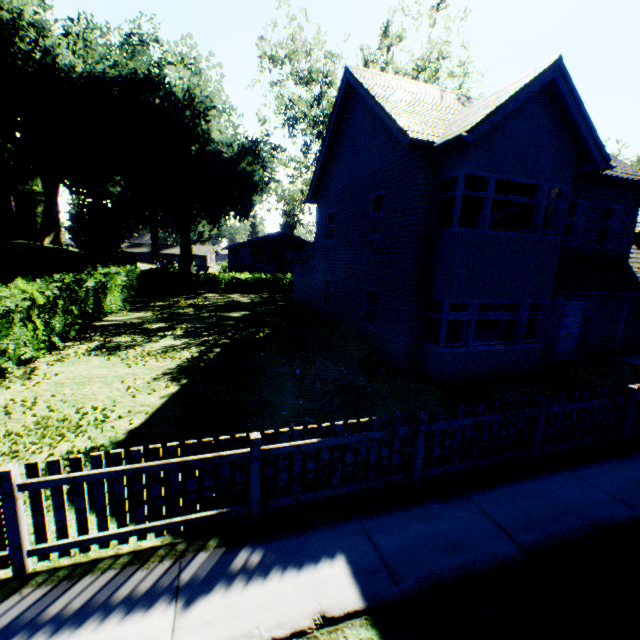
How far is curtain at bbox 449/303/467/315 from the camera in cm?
980

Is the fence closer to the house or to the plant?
the plant

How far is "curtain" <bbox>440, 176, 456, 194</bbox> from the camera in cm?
921

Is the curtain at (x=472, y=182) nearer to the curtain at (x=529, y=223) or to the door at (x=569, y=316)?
the curtain at (x=529, y=223)

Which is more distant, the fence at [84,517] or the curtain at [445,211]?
the curtain at [445,211]

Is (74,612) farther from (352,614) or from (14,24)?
(14,24)

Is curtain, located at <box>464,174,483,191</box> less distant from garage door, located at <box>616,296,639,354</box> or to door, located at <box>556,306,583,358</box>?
door, located at <box>556,306,583,358</box>

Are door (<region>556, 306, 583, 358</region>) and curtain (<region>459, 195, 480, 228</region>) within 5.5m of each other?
no
